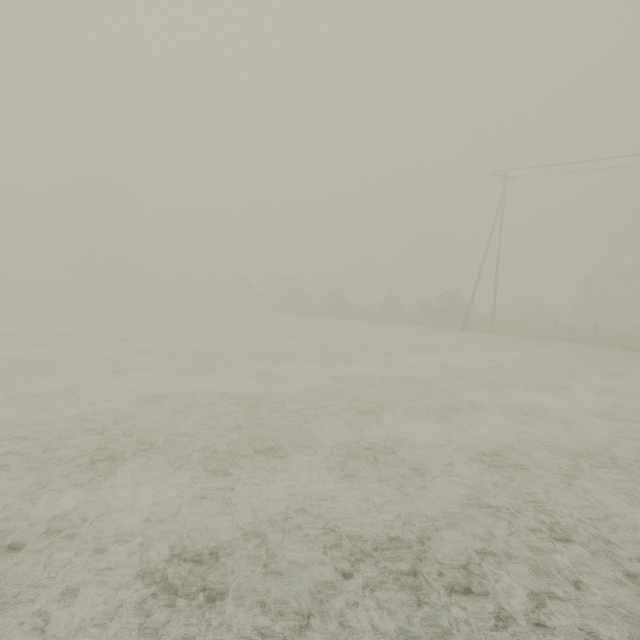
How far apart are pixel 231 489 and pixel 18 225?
70.0 meters
